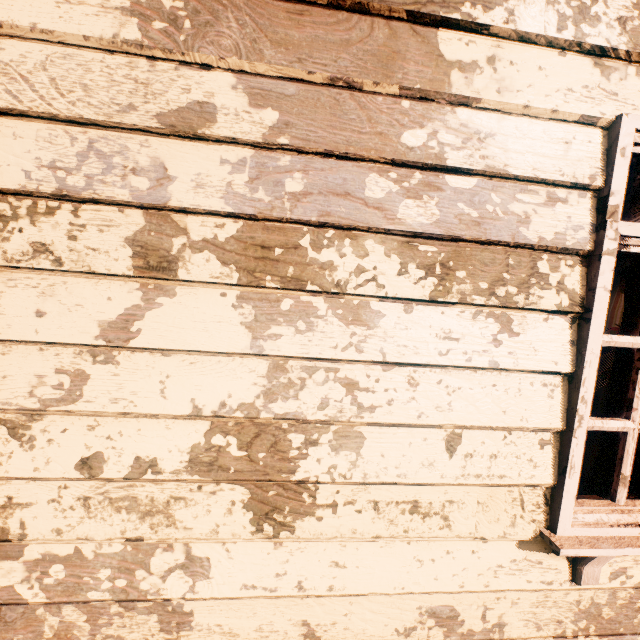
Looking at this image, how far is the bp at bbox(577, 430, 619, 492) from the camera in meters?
2.6 m

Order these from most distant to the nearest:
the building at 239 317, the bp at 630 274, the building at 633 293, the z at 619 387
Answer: the building at 633 293 → the z at 619 387 → the bp at 630 274 → the building at 239 317

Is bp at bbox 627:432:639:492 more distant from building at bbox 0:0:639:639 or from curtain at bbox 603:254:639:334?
curtain at bbox 603:254:639:334

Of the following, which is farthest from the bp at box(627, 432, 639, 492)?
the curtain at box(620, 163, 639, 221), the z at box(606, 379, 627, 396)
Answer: the z at box(606, 379, 627, 396)

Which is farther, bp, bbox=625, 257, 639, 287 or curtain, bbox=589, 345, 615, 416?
bp, bbox=625, 257, 639, 287

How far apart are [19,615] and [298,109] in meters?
1.8 m

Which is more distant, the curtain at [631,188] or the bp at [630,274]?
the bp at [630,274]
